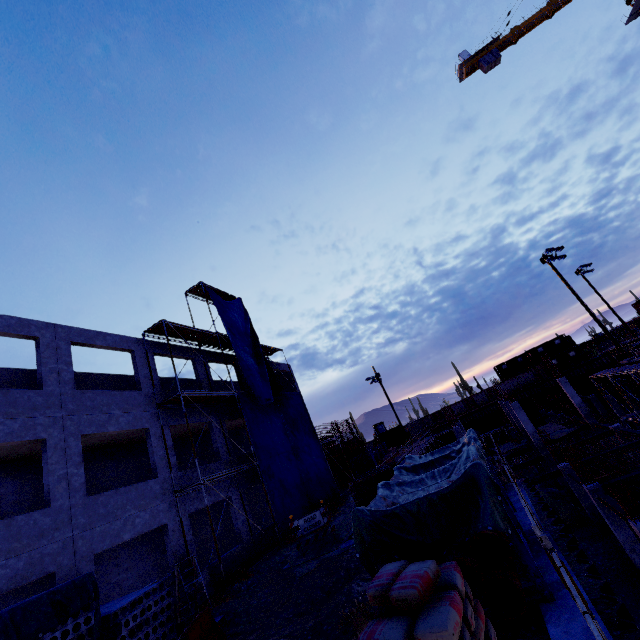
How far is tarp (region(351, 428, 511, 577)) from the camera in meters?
4.7 m

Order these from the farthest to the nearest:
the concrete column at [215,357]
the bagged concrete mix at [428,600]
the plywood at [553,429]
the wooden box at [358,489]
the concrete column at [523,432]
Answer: the plywood at [553,429] → the concrete column at [523,432] → the concrete column at [215,357] → the wooden box at [358,489] → the bagged concrete mix at [428,600]

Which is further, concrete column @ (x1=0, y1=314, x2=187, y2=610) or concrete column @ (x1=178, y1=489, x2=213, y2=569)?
concrete column @ (x1=178, y1=489, x2=213, y2=569)

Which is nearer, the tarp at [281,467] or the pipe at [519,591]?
the pipe at [519,591]

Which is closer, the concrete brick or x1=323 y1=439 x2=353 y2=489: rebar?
the concrete brick

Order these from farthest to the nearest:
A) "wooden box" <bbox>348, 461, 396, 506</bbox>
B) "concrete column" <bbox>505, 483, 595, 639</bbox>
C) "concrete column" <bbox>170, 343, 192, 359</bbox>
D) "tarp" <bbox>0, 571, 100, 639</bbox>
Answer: "concrete column" <bbox>170, 343, 192, 359</bbox> < "wooden box" <bbox>348, 461, 396, 506</bbox> < "tarp" <bbox>0, 571, 100, 639</bbox> < "concrete column" <bbox>505, 483, 595, 639</bbox>

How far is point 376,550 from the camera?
5.2m

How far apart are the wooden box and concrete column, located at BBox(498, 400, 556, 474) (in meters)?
25.68
